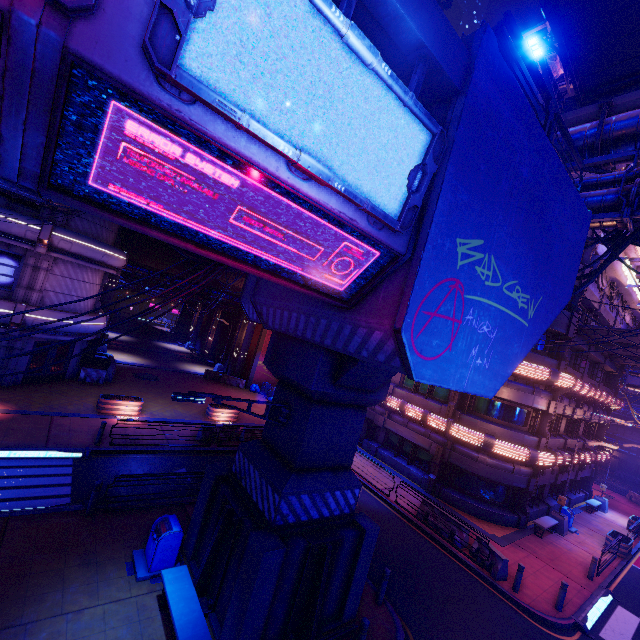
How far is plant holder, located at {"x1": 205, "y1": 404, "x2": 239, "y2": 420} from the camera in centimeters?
2172cm

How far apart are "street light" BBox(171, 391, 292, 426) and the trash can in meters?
4.1

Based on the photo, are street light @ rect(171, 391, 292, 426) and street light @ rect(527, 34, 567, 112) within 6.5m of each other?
no

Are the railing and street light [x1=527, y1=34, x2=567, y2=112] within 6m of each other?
yes

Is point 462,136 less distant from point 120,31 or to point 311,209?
point 311,209

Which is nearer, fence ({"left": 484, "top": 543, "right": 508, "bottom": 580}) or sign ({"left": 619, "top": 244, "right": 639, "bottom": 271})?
fence ({"left": 484, "top": 543, "right": 508, "bottom": 580})

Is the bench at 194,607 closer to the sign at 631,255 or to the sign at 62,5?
the sign at 62,5

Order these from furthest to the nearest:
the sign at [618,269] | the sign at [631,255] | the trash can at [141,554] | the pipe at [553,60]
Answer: the sign at [618,269] → the sign at [631,255] → the pipe at [553,60] → the trash can at [141,554]
